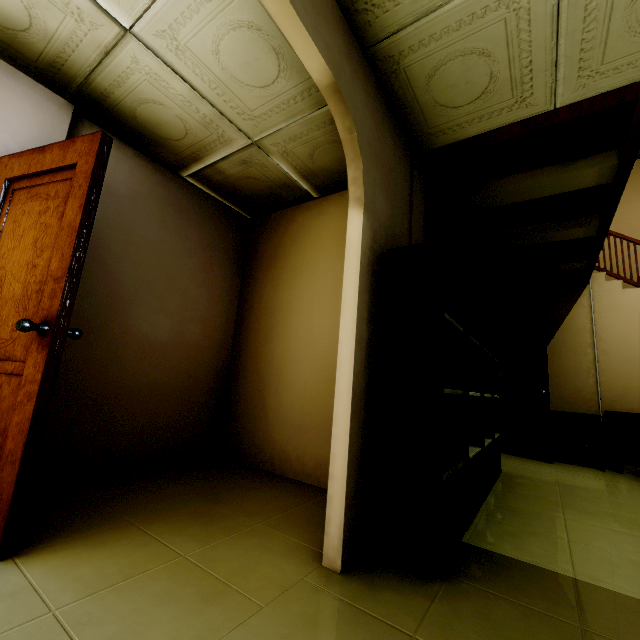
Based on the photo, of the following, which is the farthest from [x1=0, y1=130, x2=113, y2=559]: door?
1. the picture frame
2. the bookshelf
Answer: the picture frame

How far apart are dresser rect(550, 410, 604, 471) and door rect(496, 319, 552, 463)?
0.0m

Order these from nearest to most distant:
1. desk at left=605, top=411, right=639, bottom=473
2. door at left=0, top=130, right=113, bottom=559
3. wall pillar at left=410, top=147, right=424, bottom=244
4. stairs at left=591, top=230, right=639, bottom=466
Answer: door at left=0, top=130, right=113, bottom=559 → wall pillar at left=410, top=147, right=424, bottom=244 → desk at left=605, top=411, right=639, bottom=473 → stairs at left=591, top=230, right=639, bottom=466

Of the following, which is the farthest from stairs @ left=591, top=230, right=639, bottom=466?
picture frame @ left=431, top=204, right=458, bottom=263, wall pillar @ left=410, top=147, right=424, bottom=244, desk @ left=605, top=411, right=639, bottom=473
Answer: wall pillar @ left=410, top=147, right=424, bottom=244

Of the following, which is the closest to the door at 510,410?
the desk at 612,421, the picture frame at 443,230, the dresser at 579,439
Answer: the dresser at 579,439

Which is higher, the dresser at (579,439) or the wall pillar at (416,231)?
the wall pillar at (416,231)

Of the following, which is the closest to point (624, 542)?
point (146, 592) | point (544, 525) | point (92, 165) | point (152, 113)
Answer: point (544, 525)

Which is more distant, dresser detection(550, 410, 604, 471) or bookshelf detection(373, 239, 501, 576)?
dresser detection(550, 410, 604, 471)
